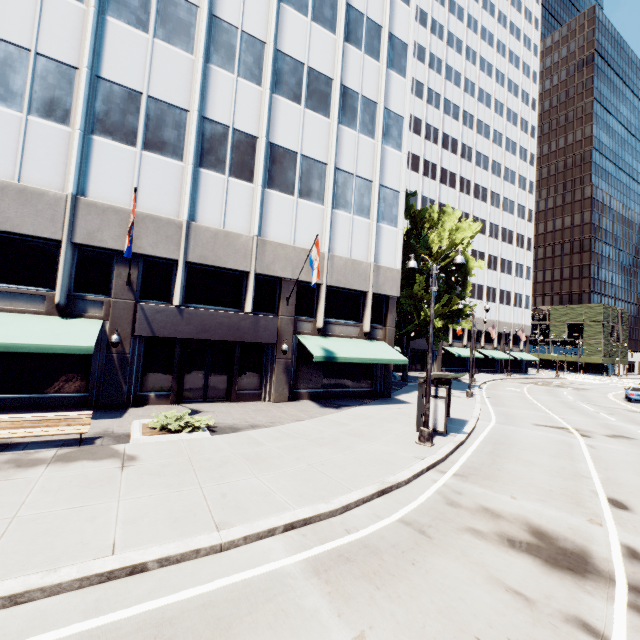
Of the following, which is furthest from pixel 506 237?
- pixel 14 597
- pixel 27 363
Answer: pixel 14 597

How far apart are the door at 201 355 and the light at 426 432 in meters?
9.8 m

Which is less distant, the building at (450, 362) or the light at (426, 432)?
the light at (426, 432)

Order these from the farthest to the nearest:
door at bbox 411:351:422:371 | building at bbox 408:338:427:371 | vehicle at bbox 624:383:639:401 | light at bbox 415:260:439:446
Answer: door at bbox 411:351:422:371 → building at bbox 408:338:427:371 → vehicle at bbox 624:383:639:401 → light at bbox 415:260:439:446

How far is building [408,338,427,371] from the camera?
45.1m

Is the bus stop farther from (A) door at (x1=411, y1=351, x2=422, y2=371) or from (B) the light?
(A) door at (x1=411, y1=351, x2=422, y2=371)

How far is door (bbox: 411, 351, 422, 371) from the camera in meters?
46.0

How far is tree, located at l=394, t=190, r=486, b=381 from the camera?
25.67m
